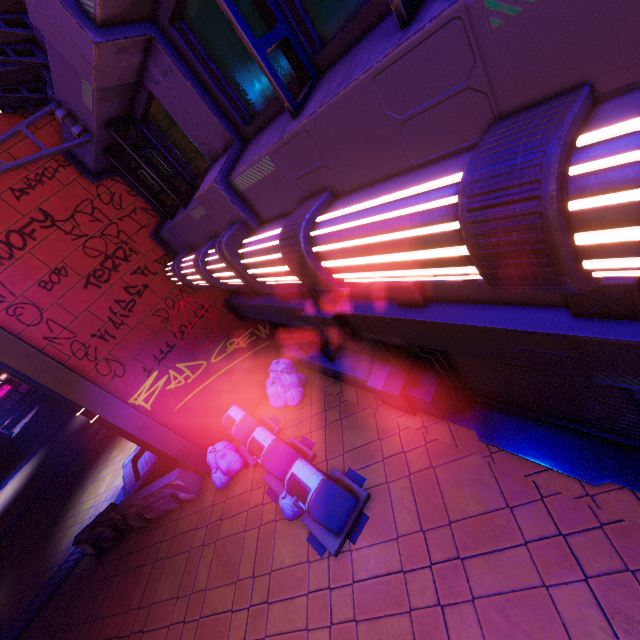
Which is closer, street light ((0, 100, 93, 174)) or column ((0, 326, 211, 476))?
street light ((0, 100, 93, 174))

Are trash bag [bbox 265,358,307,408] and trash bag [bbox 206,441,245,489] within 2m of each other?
yes

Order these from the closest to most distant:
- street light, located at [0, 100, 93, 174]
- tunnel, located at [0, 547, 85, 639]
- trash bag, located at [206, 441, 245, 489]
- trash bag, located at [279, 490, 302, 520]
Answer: street light, located at [0, 100, 93, 174] < trash bag, located at [279, 490, 302, 520] < trash bag, located at [206, 441, 245, 489] < tunnel, located at [0, 547, 85, 639]

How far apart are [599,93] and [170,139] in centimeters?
577cm

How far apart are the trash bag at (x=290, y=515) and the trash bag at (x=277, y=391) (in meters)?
2.14

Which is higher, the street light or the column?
the street light

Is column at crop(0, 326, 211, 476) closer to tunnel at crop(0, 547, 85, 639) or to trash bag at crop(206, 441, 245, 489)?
trash bag at crop(206, 441, 245, 489)

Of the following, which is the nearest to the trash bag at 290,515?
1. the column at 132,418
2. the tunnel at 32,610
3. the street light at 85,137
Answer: the column at 132,418
